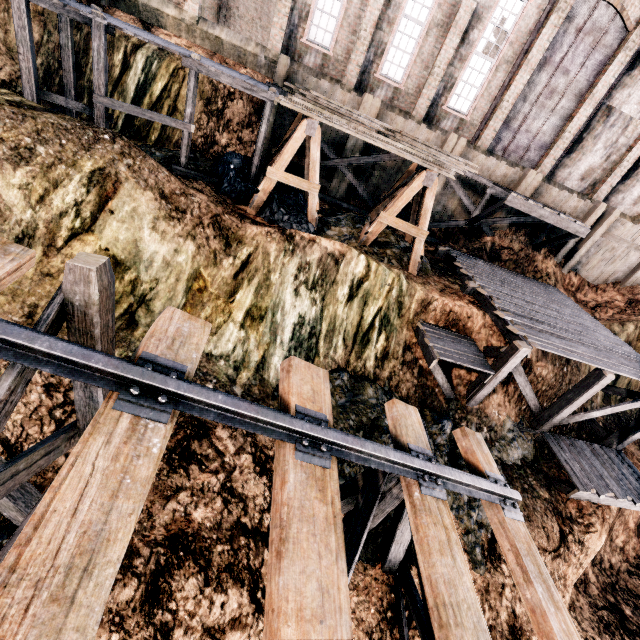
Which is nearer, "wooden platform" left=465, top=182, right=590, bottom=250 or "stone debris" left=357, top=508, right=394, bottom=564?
"stone debris" left=357, top=508, right=394, bottom=564

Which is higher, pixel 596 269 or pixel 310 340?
pixel 596 269

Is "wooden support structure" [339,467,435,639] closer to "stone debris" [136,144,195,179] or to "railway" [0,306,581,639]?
"railway" [0,306,581,639]

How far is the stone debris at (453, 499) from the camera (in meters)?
9.58

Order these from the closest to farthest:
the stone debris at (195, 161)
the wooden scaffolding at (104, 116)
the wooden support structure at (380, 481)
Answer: the wooden support structure at (380, 481)
the wooden scaffolding at (104, 116)
the stone debris at (195, 161)

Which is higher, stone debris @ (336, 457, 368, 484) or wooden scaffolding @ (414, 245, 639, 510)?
wooden scaffolding @ (414, 245, 639, 510)

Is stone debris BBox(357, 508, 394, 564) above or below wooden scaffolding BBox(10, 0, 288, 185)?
below

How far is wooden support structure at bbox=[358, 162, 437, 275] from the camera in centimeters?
1243cm
